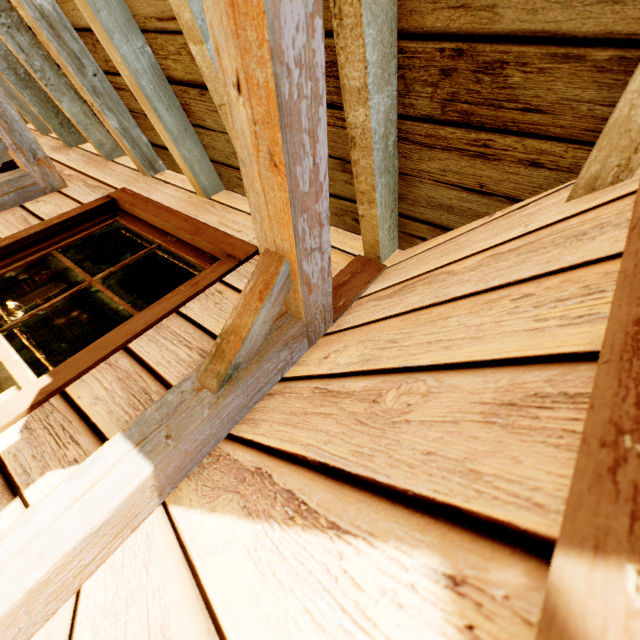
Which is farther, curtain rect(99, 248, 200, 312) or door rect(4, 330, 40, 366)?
door rect(4, 330, 40, 366)

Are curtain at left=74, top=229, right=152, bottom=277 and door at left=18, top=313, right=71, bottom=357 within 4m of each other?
no

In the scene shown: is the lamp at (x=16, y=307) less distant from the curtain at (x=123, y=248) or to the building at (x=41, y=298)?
the building at (x=41, y=298)

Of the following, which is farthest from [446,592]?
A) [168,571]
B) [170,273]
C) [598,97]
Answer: [170,273]

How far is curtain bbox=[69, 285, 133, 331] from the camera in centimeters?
179cm

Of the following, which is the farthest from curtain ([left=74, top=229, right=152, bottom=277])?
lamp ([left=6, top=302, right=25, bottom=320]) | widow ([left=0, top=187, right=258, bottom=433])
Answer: lamp ([left=6, top=302, right=25, bottom=320])

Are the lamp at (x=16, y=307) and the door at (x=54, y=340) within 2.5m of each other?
yes

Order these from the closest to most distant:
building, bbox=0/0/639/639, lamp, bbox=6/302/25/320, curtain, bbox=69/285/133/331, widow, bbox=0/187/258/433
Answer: building, bbox=0/0/639/639
widow, bbox=0/187/258/433
curtain, bbox=69/285/133/331
lamp, bbox=6/302/25/320
